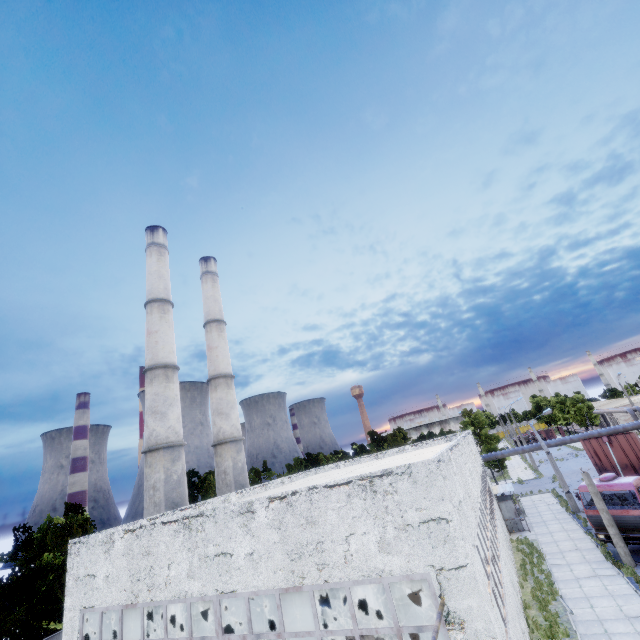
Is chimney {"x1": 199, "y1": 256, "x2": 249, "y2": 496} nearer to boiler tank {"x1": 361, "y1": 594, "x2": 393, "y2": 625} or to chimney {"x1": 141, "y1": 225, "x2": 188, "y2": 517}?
chimney {"x1": 141, "y1": 225, "x2": 188, "y2": 517}

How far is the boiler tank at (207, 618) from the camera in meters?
16.7 m

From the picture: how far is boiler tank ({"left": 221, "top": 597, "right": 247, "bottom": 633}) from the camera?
16.05m

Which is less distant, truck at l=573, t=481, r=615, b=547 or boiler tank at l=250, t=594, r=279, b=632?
boiler tank at l=250, t=594, r=279, b=632

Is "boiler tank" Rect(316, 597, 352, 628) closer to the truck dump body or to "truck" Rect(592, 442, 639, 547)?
"truck" Rect(592, 442, 639, 547)

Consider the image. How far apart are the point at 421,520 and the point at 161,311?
25.8m

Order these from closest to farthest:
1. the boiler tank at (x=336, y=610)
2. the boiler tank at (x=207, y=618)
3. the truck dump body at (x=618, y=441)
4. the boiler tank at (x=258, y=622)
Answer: the boiler tank at (x=336, y=610), the boiler tank at (x=258, y=622), the boiler tank at (x=207, y=618), the truck dump body at (x=618, y=441)
